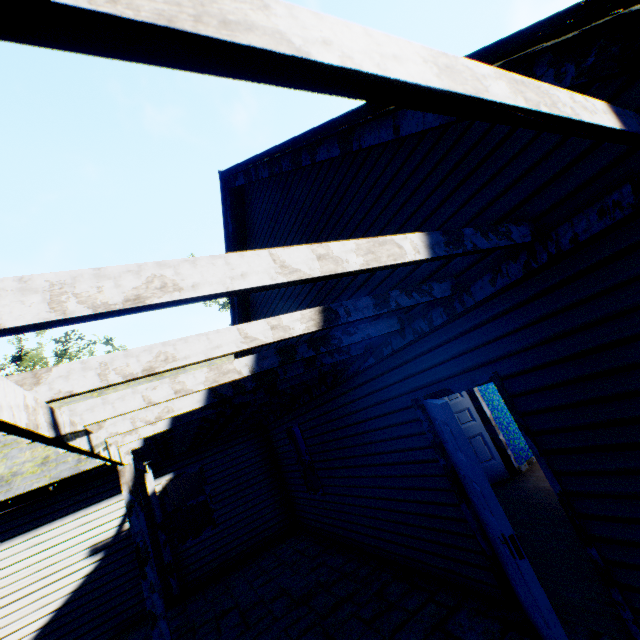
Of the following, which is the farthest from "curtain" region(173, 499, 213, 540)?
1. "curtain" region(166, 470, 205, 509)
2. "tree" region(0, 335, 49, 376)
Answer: "tree" region(0, 335, 49, 376)

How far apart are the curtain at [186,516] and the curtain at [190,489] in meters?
0.1

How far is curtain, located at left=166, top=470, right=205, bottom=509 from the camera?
8.4 meters

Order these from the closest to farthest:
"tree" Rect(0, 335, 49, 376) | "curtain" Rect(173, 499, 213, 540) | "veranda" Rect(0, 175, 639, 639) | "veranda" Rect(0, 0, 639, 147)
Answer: "veranda" Rect(0, 0, 639, 147), "veranda" Rect(0, 175, 639, 639), "curtain" Rect(173, 499, 213, 540), "tree" Rect(0, 335, 49, 376)

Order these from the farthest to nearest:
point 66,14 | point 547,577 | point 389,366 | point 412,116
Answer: point 389,366 → point 547,577 → point 412,116 → point 66,14

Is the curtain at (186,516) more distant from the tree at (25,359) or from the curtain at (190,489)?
the tree at (25,359)

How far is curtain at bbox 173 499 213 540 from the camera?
8.2 meters

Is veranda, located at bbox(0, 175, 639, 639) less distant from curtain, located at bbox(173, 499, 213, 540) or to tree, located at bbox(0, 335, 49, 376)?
curtain, located at bbox(173, 499, 213, 540)
